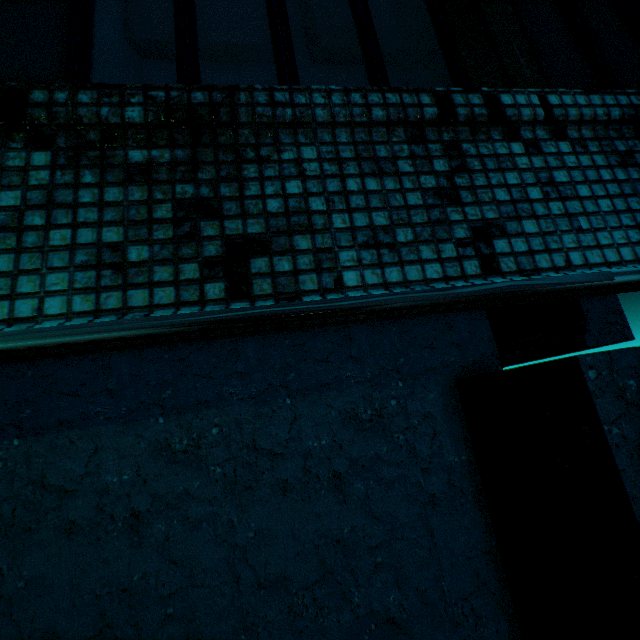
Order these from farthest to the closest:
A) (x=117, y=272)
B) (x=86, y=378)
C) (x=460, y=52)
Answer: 1. (x=86, y=378)
2. (x=460, y=52)
3. (x=117, y=272)
